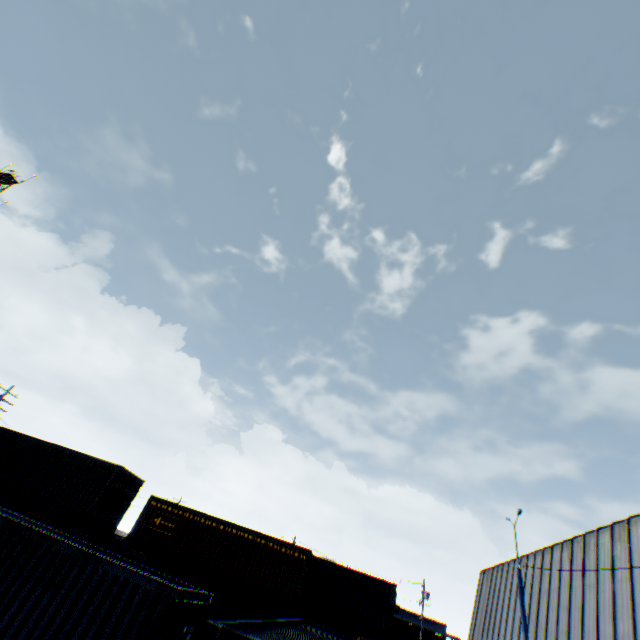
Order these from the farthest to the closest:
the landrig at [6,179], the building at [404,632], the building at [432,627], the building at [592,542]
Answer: the building at [404,632] < the building at [432,627] < the landrig at [6,179] < the building at [592,542]

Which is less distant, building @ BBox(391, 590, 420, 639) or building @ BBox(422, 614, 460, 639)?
building @ BBox(422, 614, 460, 639)

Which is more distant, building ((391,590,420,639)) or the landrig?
building ((391,590,420,639))

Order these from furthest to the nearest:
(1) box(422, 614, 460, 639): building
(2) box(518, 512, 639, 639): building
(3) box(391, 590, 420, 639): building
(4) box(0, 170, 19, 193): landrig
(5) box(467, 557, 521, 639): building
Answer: (3) box(391, 590, 420, 639): building < (1) box(422, 614, 460, 639): building < (4) box(0, 170, 19, 193): landrig < (5) box(467, 557, 521, 639): building < (2) box(518, 512, 639, 639): building

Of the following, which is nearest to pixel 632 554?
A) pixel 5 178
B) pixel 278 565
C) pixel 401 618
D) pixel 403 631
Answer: pixel 278 565

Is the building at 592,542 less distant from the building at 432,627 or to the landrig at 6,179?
the building at 432,627

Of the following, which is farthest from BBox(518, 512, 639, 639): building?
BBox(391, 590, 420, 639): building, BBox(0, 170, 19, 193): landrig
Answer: BBox(0, 170, 19, 193): landrig
